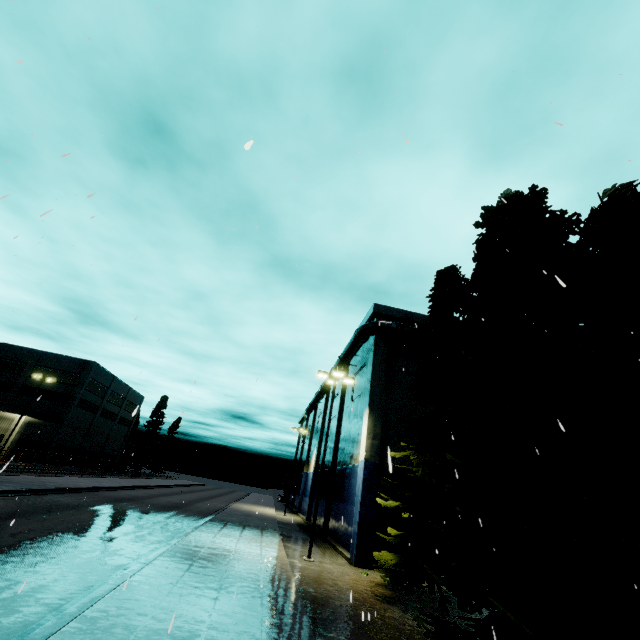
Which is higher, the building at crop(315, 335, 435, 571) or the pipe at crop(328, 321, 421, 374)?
the pipe at crop(328, 321, 421, 374)

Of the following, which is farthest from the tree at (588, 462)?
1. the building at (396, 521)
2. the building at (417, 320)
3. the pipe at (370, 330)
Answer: the pipe at (370, 330)

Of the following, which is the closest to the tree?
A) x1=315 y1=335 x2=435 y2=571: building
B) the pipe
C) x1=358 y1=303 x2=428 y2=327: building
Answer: x1=358 y1=303 x2=428 y2=327: building

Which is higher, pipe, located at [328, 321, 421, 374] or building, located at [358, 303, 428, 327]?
building, located at [358, 303, 428, 327]

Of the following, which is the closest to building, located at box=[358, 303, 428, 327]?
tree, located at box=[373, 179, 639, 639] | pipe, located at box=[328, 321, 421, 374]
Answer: pipe, located at box=[328, 321, 421, 374]

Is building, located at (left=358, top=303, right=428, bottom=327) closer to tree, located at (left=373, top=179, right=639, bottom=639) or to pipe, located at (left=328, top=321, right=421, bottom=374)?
pipe, located at (left=328, top=321, right=421, bottom=374)

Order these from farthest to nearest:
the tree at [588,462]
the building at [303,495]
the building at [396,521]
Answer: the building at [303,495] < the building at [396,521] < the tree at [588,462]

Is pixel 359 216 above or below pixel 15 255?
above
